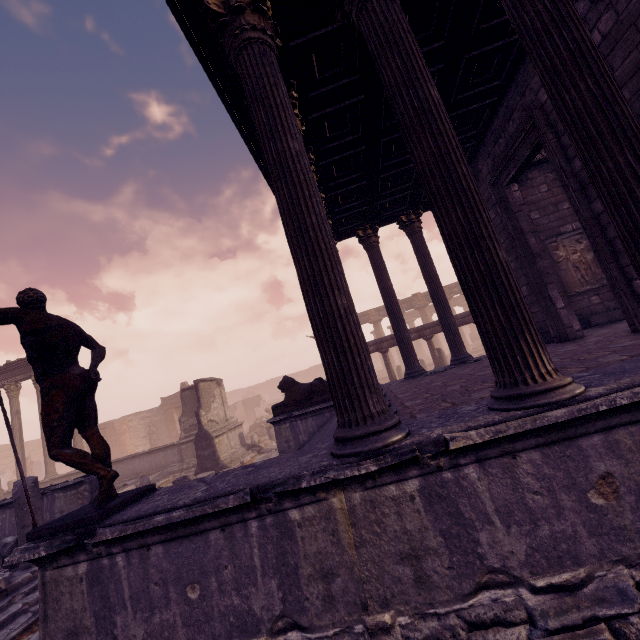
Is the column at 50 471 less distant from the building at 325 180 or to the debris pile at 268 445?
the debris pile at 268 445

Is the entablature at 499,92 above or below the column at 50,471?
above

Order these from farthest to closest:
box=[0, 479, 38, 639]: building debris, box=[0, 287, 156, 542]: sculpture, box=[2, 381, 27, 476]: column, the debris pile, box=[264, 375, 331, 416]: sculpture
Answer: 1. box=[2, 381, 27, 476]: column
2. the debris pile
3. box=[264, 375, 331, 416]: sculpture
4. box=[0, 479, 38, 639]: building debris
5. box=[0, 287, 156, 542]: sculpture

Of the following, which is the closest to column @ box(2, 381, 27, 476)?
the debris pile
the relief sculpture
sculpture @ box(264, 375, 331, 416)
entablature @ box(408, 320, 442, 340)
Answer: → the debris pile

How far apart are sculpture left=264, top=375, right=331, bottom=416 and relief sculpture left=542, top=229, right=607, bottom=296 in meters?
7.1

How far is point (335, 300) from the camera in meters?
2.9 m

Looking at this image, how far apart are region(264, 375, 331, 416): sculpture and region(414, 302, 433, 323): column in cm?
2173

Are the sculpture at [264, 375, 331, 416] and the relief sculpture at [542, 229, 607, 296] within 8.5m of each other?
yes
